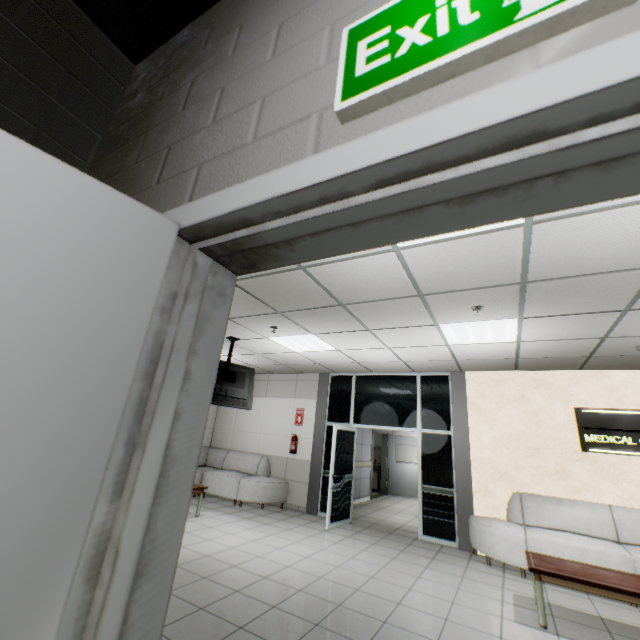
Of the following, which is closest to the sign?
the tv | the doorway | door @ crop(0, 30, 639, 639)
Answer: the doorway

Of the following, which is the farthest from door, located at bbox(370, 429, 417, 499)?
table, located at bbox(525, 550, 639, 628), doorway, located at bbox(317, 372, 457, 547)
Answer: table, located at bbox(525, 550, 639, 628)

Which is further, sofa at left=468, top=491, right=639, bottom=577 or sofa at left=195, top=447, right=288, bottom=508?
sofa at left=195, top=447, right=288, bottom=508

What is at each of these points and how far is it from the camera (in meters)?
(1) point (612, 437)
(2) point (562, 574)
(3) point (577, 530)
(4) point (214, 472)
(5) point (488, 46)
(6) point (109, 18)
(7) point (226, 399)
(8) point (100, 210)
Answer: (1) sign, 5.37
(2) table, 3.41
(3) sofa, 5.02
(4) sofa, 8.05
(5) exit sign, 0.53
(6) stairs, 1.48
(7) tv, 6.04
(8) door, 0.65

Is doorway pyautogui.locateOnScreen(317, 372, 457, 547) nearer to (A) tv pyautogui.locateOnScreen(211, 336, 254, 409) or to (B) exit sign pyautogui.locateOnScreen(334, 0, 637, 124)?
(A) tv pyautogui.locateOnScreen(211, 336, 254, 409)

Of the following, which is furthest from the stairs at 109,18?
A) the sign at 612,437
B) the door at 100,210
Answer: the sign at 612,437

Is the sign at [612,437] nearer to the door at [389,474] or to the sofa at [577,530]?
the sofa at [577,530]

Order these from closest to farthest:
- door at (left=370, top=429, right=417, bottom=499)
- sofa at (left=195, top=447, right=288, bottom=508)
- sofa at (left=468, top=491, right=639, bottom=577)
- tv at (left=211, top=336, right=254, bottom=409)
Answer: sofa at (left=468, top=491, right=639, bottom=577) → tv at (left=211, top=336, right=254, bottom=409) → sofa at (left=195, top=447, right=288, bottom=508) → door at (left=370, top=429, right=417, bottom=499)
